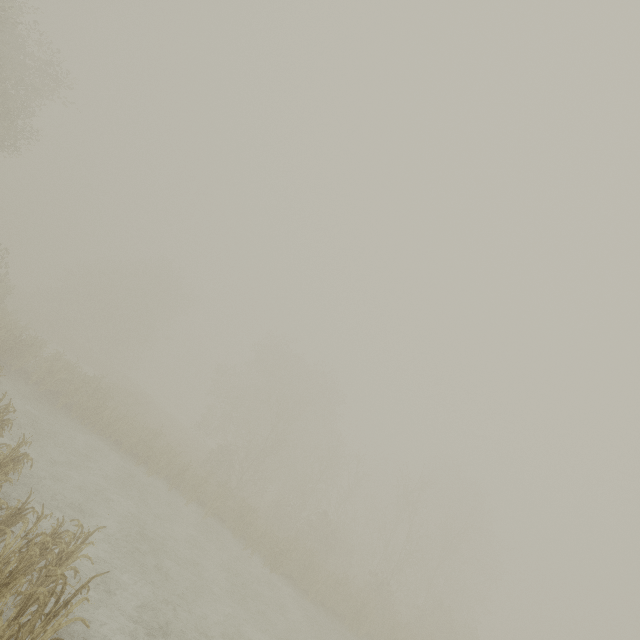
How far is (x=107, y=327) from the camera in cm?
4259

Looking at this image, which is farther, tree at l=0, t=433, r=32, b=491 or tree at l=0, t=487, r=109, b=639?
tree at l=0, t=433, r=32, b=491

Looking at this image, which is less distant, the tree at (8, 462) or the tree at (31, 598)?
the tree at (31, 598)
